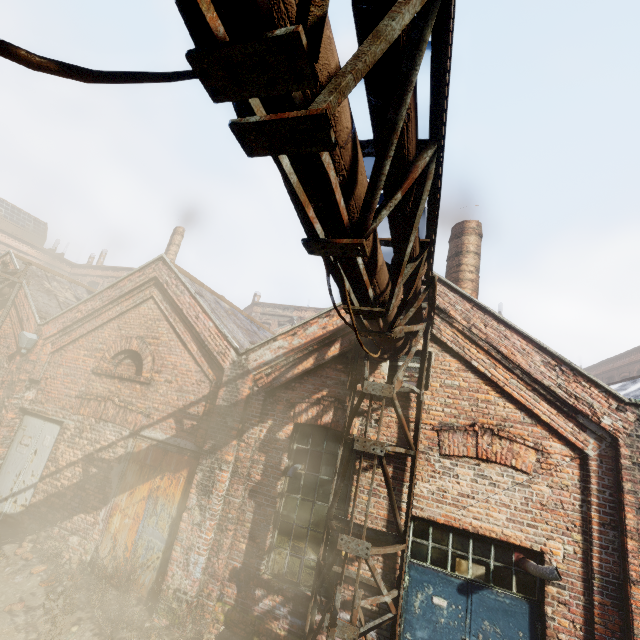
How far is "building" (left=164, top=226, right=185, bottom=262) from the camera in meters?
18.4 m

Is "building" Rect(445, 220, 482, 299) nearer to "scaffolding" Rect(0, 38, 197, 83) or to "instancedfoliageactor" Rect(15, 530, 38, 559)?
"scaffolding" Rect(0, 38, 197, 83)

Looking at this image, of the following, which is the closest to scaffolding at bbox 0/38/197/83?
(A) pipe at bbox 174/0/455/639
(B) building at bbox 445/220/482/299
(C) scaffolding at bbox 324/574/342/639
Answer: (A) pipe at bbox 174/0/455/639

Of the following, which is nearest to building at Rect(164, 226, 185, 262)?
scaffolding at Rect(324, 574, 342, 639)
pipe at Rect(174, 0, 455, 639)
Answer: pipe at Rect(174, 0, 455, 639)

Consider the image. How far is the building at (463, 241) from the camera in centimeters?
861cm

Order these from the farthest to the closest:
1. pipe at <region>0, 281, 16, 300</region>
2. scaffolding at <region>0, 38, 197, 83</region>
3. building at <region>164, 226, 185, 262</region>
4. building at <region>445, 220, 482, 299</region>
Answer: building at <region>164, 226, 185, 262</region>, pipe at <region>0, 281, 16, 300</region>, building at <region>445, 220, 482, 299</region>, scaffolding at <region>0, 38, 197, 83</region>

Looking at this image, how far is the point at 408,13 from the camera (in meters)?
1.39

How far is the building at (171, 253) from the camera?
18.4m
